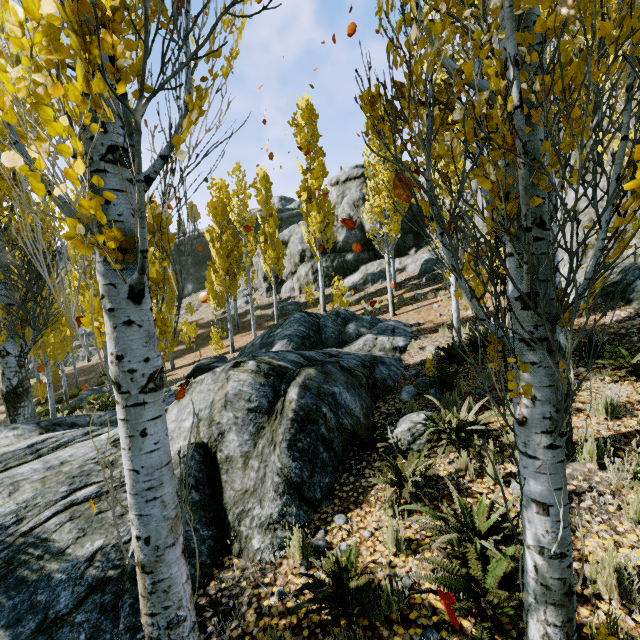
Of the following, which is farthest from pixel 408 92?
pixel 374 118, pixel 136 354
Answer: pixel 136 354

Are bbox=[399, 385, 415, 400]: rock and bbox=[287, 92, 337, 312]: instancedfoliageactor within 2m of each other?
no

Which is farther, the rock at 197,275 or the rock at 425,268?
the rock at 197,275

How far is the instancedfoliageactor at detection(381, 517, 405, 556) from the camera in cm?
336

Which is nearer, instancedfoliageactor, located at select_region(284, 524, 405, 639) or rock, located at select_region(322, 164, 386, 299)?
instancedfoliageactor, located at select_region(284, 524, 405, 639)

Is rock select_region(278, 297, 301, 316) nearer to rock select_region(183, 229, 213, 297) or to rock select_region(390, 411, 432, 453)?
rock select_region(183, 229, 213, 297)

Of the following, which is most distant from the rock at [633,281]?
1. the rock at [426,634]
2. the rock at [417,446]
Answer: the rock at [426,634]

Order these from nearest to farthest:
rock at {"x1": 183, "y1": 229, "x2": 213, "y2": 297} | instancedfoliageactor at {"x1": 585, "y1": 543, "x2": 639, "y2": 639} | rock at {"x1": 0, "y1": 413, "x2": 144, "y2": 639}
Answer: instancedfoliageactor at {"x1": 585, "y1": 543, "x2": 639, "y2": 639} < rock at {"x1": 0, "y1": 413, "x2": 144, "y2": 639} < rock at {"x1": 183, "y1": 229, "x2": 213, "y2": 297}
